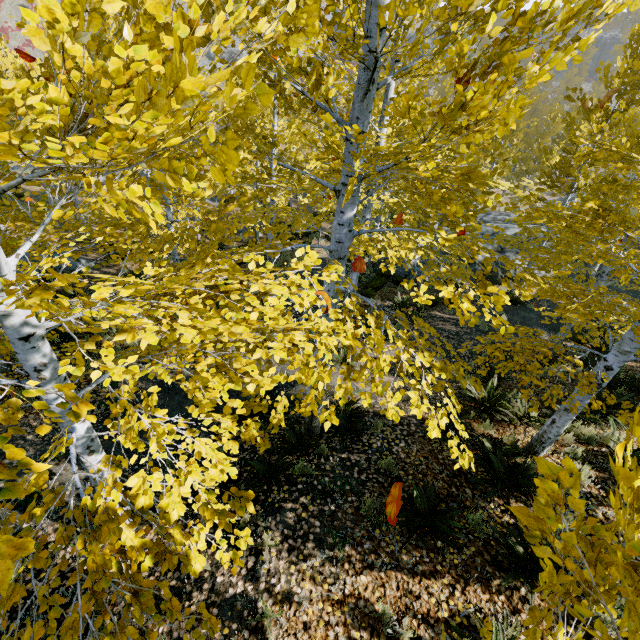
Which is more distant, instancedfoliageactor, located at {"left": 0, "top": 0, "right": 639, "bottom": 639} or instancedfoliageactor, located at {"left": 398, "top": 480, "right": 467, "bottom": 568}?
instancedfoliageactor, located at {"left": 398, "top": 480, "right": 467, "bottom": 568}

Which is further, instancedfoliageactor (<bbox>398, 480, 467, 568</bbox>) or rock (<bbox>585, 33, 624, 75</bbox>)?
rock (<bbox>585, 33, 624, 75</bbox>)

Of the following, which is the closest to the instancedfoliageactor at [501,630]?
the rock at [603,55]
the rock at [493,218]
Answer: the rock at [493,218]

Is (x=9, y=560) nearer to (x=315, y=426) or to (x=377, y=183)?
(x=315, y=426)

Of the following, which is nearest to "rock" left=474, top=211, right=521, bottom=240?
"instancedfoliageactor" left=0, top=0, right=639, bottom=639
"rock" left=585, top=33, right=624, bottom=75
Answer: "instancedfoliageactor" left=0, top=0, right=639, bottom=639

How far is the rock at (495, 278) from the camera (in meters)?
16.20

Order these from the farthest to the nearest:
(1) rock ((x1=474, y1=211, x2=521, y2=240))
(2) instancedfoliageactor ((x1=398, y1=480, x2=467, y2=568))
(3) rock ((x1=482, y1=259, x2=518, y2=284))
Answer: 1. (1) rock ((x1=474, y1=211, x2=521, y2=240))
2. (3) rock ((x1=482, y1=259, x2=518, y2=284))
3. (2) instancedfoliageactor ((x1=398, y1=480, x2=467, y2=568))

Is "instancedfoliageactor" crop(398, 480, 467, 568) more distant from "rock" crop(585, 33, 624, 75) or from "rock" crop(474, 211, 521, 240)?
"rock" crop(585, 33, 624, 75)
